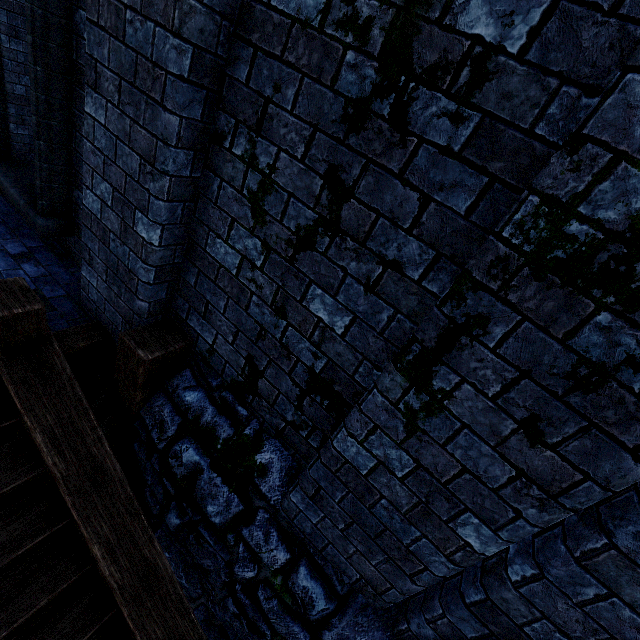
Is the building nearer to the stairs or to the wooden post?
the wooden post

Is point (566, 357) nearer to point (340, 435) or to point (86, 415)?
point (340, 435)

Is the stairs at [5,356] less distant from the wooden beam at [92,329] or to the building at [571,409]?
the wooden beam at [92,329]

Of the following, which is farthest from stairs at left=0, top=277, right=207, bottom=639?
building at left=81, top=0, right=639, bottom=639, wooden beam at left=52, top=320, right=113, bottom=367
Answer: building at left=81, top=0, right=639, bottom=639

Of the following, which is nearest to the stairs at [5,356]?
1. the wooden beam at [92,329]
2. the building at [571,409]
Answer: the wooden beam at [92,329]

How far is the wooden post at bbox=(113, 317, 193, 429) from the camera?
2.7m

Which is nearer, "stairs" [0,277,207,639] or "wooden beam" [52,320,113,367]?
"stairs" [0,277,207,639]

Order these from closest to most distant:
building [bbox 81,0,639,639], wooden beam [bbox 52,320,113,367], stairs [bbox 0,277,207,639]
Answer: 1. building [bbox 81,0,639,639]
2. stairs [bbox 0,277,207,639]
3. wooden beam [bbox 52,320,113,367]
